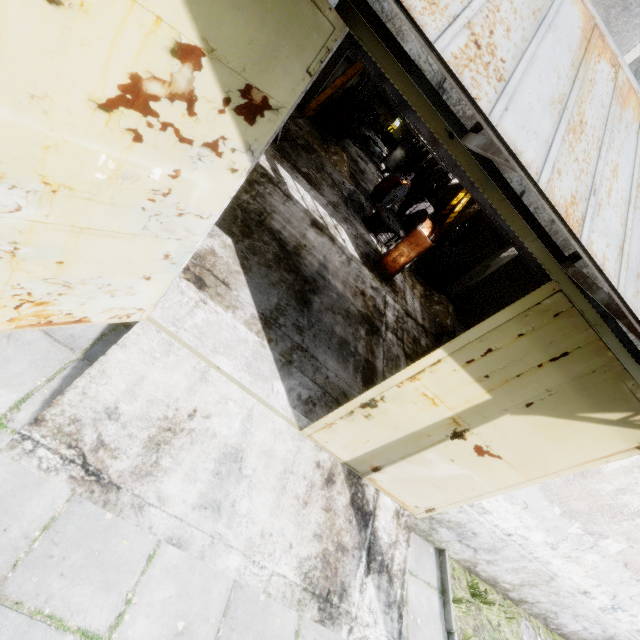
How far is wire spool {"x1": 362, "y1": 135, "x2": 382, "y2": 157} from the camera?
30.8 meters

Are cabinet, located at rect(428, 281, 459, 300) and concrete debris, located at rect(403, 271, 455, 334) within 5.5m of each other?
yes

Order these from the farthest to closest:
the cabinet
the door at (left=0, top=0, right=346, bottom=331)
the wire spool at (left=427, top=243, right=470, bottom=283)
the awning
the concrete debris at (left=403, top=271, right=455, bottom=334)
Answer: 1. the wire spool at (left=427, top=243, right=470, bottom=283)
2. the cabinet
3. the concrete debris at (left=403, top=271, right=455, bottom=334)
4. the door at (left=0, top=0, right=346, bottom=331)
5. the awning

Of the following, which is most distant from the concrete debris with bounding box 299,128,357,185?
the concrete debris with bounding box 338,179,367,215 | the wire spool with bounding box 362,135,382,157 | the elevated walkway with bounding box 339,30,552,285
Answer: the wire spool with bounding box 362,135,382,157

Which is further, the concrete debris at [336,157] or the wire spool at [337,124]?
the wire spool at [337,124]

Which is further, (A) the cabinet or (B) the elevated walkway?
(A) the cabinet

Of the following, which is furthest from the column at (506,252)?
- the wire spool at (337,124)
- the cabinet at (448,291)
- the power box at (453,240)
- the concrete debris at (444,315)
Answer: the wire spool at (337,124)

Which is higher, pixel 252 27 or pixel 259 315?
pixel 252 27
